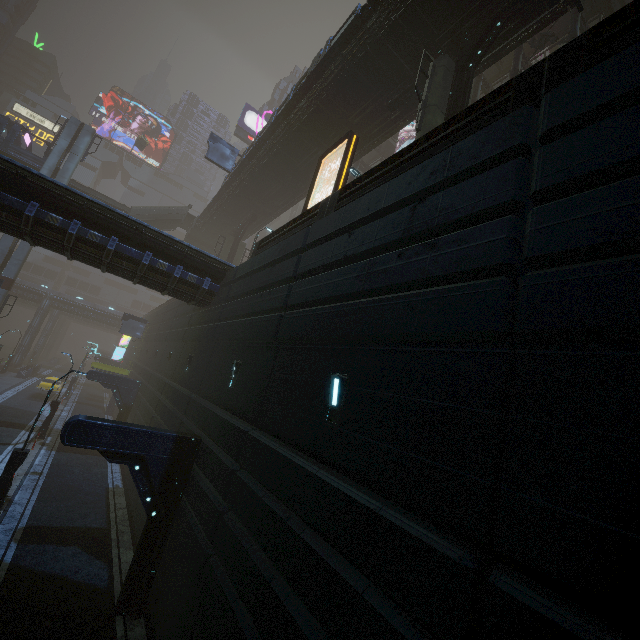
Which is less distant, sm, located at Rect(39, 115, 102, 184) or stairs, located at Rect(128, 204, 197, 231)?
sm, located at Rect(39, 115, 102, 184)

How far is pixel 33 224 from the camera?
12.1 meters

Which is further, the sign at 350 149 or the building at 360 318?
the sign at 350 149

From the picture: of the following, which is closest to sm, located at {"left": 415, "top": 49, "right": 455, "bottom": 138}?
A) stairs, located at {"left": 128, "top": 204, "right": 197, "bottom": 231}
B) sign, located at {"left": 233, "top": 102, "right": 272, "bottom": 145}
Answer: stairs, located at {"left": 128, "top": 204, "right": 197, "bottom": 231}

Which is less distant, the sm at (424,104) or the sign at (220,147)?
the sm at (424,104)

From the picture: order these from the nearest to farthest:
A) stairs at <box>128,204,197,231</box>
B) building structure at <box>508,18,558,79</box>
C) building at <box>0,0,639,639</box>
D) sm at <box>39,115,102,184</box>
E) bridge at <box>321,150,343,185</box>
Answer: Answer: building at <box>0,0,639,639</box>, building structure at <box>508,18,558,79</box>, bridge at <box>321,150,343,185</box>, sm at <box>39,115,102,184</box>, stairs at <box>128,204,197,231</box>

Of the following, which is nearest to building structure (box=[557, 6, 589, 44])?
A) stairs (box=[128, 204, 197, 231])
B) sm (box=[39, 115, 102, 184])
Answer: stairs (box=[128, 204, 197, 231])

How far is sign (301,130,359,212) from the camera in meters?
13.1
